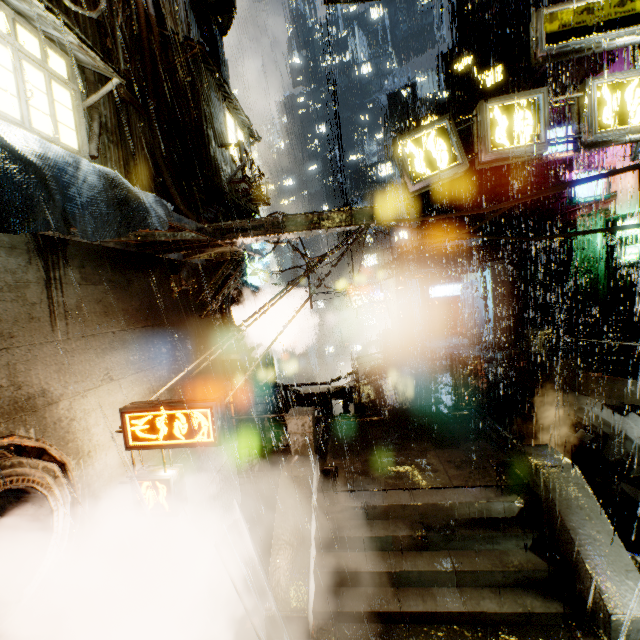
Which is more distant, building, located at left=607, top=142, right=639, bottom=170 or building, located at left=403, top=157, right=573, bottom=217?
building, located at left=403, top=157, right=573, bottom=217

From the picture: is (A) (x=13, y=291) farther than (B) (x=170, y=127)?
No

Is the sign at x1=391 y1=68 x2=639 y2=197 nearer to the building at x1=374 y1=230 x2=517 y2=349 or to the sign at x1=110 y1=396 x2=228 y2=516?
the building at x1=374 y1=230 x2=517 y2=349

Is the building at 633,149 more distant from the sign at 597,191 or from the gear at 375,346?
the gear at 375,346

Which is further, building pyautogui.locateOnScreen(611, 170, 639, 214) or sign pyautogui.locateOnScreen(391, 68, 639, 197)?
building pyautogui.locateOnScreen(611, 170, 639, 214)

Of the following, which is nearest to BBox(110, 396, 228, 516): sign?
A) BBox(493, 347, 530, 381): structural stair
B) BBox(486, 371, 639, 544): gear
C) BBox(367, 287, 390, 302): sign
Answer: BBox(486, 371, 639, 544): gear

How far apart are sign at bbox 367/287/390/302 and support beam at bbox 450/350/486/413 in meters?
14.3 m

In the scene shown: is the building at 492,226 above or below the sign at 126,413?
above
